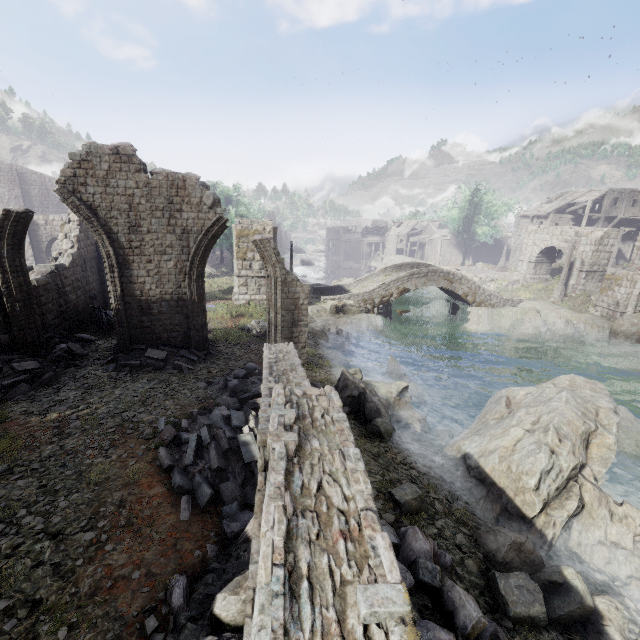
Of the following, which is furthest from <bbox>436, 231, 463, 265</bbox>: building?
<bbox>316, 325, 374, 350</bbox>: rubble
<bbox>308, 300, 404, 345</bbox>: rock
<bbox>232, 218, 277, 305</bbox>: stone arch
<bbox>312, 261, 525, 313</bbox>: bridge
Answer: <bbox>316, 325, 374, 350</bbox>: rubble

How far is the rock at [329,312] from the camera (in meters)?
22.94

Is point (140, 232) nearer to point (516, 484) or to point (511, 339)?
point (516, 484)

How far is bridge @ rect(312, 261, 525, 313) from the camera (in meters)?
27.56

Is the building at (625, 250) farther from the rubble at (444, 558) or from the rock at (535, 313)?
the rock at (535, 313)

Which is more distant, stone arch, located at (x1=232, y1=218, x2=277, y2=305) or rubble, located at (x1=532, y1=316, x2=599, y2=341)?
rubble, located at (x1=532, y1=316, x2=599, y2=341)

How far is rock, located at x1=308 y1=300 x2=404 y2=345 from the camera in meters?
22.9 m

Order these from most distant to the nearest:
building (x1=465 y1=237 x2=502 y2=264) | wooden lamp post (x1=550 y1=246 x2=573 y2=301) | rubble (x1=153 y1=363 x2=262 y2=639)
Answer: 1. building (x1=465 y1=237 x2=502 y2=264)
2. wooden lamp post (x1=550 y1=246 x2=573 y2=301)
3. rubble (x1=153 y1=363 x2=262 y2=639)
